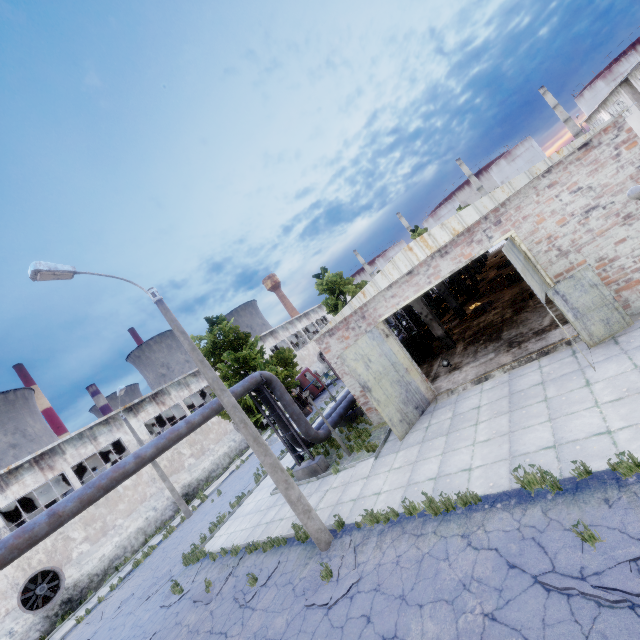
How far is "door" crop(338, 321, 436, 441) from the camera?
Result: 11.8 meters

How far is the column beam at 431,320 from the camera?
17.84m

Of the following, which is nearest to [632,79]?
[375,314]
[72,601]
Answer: [375,314]

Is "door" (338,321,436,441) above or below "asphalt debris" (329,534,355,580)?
above

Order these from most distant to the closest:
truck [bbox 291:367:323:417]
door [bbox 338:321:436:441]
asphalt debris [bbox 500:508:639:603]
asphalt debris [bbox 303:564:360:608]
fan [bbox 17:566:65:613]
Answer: truck [bbox 291:367:323:417] → fan [bbox 17:566:65:613] → door [bbox 338:321:436:441] → asphalt debris [bbox 303:564:360:608] → asphalt debris [bbox 500:508:639:603]

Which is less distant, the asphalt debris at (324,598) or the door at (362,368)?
the asphalt debris at (324,598)

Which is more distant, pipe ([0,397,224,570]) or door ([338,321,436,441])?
door ([338,321,436,441])

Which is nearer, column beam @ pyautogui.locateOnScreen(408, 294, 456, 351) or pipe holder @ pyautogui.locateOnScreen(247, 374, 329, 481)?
pipe holder @ pyautogui.locateOnScreen(247, 374, 329, 481)
